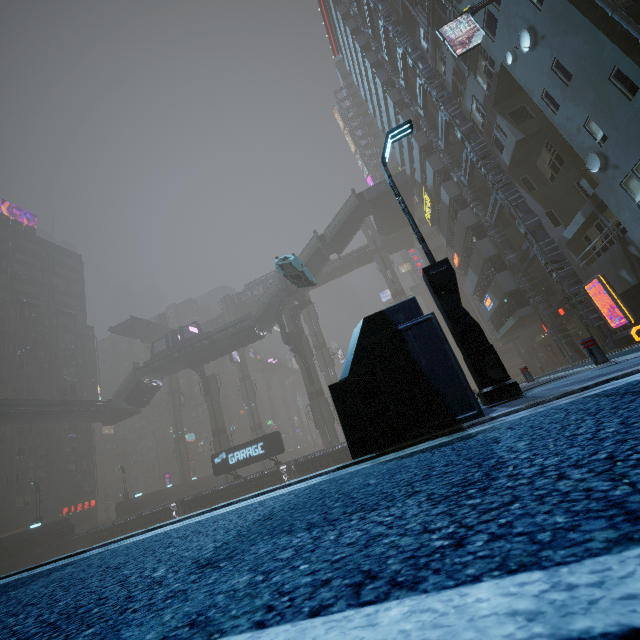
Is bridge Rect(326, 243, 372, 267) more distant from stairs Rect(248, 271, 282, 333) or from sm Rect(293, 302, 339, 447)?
stairs Rect(248, 271, 282, 333)

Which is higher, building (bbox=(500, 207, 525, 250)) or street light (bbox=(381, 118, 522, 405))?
building (bbox=(500, 207, 525, 250))

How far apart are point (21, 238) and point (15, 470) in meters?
39.2 m

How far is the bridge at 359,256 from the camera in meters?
58.5

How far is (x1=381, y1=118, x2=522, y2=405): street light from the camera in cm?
580

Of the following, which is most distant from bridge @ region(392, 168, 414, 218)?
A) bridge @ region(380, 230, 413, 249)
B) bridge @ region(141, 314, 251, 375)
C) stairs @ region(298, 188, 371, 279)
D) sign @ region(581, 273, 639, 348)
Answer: sign @ region(581, 273, 639, 348)

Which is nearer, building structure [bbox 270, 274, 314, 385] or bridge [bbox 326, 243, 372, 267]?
building structure [bbox 270, 274, 314, 385]

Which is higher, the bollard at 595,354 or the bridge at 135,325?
the bridge at 135,325
